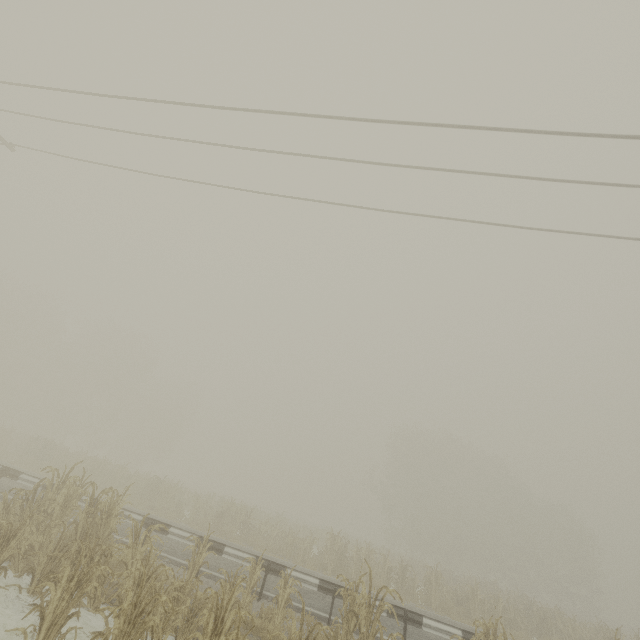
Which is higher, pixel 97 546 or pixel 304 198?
pixel 304 198

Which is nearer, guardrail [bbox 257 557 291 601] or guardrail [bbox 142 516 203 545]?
guardrail [bbox 257 557 291 601]

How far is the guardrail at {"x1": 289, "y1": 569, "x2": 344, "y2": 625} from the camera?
9.0m

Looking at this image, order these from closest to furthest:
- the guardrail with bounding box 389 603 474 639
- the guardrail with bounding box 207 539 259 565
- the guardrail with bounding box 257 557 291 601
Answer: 1. the guardrail with bounding box 389 603 474 639
2. the guardrail with bounding box 257 557 291 601
3. the guardrail with bounding box 207 539 259 565

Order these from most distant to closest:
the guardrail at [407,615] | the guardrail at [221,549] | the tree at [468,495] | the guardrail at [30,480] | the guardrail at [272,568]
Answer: the guardrail at [30,480] < the guardrail at [221,549] < the guardrail at [272,568] < the guardrail at [407,615] < the tree at [468,495]

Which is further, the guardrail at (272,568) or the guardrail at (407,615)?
the guardrail at (272,568)
